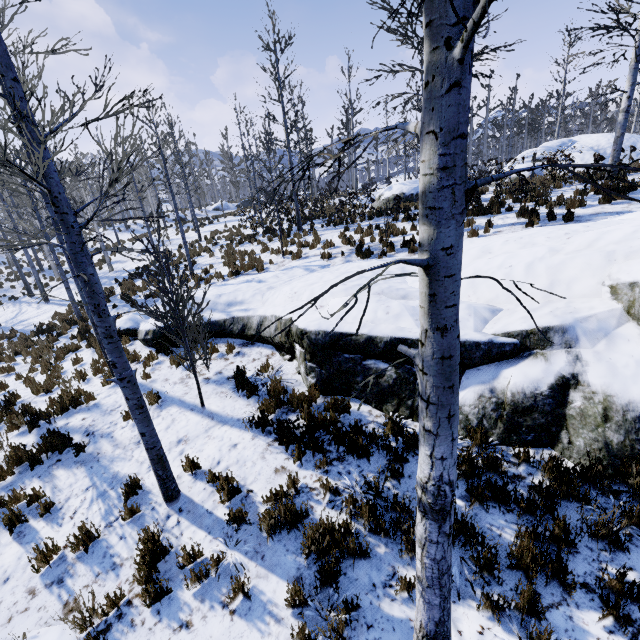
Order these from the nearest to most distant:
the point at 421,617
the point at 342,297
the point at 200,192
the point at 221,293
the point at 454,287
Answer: the point at 454,287 → the point at 421,617 → the point at 342,297 → the point at 221,293 → the point at 200,192

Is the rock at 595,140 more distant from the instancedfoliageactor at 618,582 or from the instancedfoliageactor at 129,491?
the instancedfoliageactor at 129,491

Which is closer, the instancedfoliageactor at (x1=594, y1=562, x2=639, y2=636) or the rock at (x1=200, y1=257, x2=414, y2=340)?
the instancedfoliageactor at (x1=594, y1=562, x2=639, y2=636)

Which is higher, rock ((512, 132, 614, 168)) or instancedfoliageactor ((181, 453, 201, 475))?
rock ((512, 132, 614, 168))

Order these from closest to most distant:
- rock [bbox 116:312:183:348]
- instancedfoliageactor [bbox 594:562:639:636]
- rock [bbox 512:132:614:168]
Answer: instancedfoliageactor [bbox 594:562:639:636]
rock [bbox 116:312:183:348]
rock [bbox 512:132:614:168]

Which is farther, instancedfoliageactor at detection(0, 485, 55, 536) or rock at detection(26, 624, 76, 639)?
instancedfoliageactor at detection(0, 485, 55, 536)

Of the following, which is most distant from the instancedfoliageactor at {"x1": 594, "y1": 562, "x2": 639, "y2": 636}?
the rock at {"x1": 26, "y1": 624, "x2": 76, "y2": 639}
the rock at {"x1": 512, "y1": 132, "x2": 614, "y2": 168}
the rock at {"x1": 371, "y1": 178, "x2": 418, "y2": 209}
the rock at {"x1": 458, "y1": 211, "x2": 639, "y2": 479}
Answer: the rock at {"x1": 512, "y1": 132, "x2": 614, "y2": 168}

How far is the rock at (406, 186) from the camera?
17.5m
